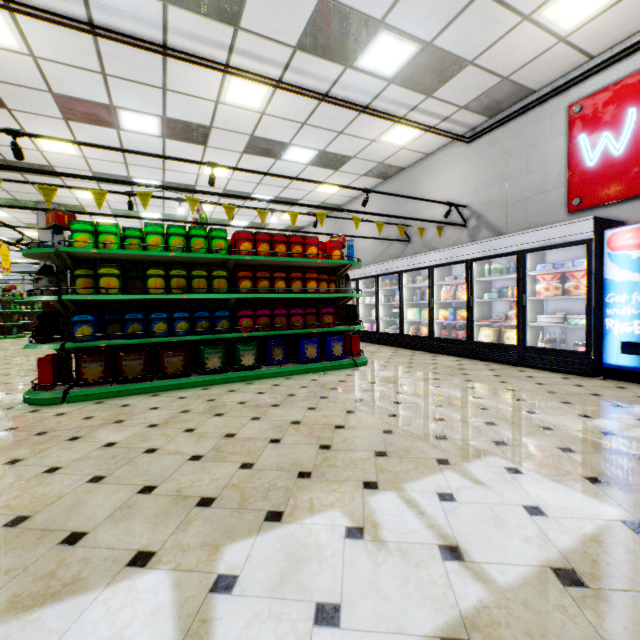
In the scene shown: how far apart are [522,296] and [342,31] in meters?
4.9

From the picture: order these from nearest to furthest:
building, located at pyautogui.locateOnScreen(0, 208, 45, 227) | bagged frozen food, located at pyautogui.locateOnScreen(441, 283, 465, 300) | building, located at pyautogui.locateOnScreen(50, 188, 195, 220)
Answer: bagged frozen food, located at pyautogui.locateOnScreen(441, 283, 465, 300)
building, located at pyautogui.locateOnScreen(50, 188, 195, 220)
building, located at pyautogui.locateOnScreen(0, 208, 45, 227)

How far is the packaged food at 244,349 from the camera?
5.0 meters

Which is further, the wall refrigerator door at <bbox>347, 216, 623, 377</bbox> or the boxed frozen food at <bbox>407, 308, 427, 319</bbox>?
the boxed frozen food at <bbox>407, 308, 427, 319</bbox>

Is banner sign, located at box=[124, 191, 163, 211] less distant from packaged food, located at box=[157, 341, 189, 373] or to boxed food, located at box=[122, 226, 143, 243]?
boxed food, located at box=[122, 226, 143, 243]

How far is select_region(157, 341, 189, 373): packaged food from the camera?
4.5m

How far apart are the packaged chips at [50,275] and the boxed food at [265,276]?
2.3 meters
